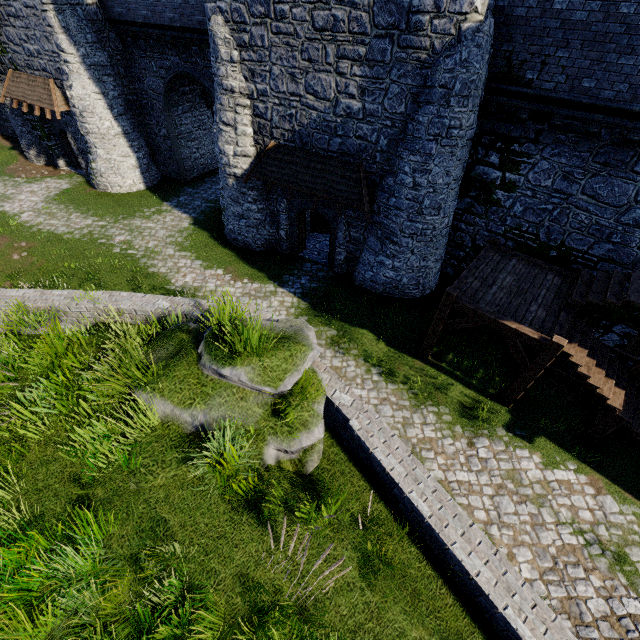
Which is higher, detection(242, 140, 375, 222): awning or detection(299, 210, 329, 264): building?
detection(242, 140, 375, 222): awning

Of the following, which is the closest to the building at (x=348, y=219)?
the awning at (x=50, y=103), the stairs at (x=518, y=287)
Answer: the awning at (x=50, y=103)

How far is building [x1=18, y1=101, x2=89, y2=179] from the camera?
20.26m

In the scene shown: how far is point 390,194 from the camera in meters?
12.1 m

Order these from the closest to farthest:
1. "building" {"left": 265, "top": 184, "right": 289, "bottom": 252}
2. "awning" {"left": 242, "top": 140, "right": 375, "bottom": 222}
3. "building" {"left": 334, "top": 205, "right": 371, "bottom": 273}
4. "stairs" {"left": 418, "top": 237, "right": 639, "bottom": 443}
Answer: "stairs" {"left": 418, "top": 237, "right": 639, "bottom": 443} < "awning" {"left": 242, "top": 140, "right": 375, "bottom": 222} < "building" {"left": 334, "top": 205, "right": 371, "bottom": 273} < "building" {"left": 265, "top": 184, "right": 289, "bottom": 252}

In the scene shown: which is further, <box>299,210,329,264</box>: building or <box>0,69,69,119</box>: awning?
<box>0,69,69,119</box>: awning

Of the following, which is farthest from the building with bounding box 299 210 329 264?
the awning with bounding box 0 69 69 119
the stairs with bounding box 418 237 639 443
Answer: the stairs with bounding box 418 237 639 443

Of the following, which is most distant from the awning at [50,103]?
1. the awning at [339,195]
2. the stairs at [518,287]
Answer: the stairs at [518,287]
